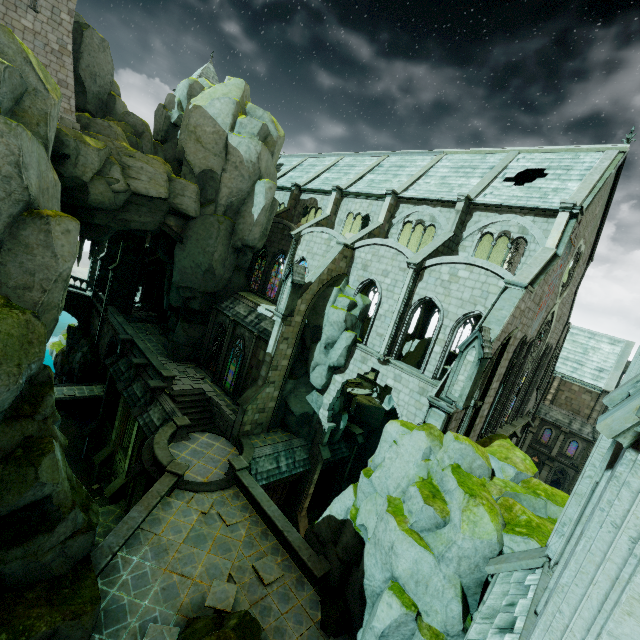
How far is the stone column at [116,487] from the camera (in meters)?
23.44

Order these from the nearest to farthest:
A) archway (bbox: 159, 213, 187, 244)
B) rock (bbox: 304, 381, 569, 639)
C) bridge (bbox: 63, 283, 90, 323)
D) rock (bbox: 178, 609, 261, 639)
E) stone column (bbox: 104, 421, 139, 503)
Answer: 1. rock (bbox: 178, 609, 261, 639)
2. rock (bbox: 304, 381, 569, 639)
3. stone column (bbox: 104, 421, 139, 503)
4. archway (bbox: 159, 213, 187, 244)
5. bridge (bbox: 63, 283, 90, 323)

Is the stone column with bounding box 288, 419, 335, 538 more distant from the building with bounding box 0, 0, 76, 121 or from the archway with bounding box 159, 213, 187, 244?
the building with bounding box 0, 0, 76, 121

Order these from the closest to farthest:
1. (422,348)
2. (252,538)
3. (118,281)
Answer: (252,538) < (422,348) < (118,281)

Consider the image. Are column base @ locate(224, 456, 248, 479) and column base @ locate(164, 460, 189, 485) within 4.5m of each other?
yes

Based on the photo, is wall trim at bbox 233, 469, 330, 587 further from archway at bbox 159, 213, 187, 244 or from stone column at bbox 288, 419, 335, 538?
archway at bbox 159, 213, 187, 244

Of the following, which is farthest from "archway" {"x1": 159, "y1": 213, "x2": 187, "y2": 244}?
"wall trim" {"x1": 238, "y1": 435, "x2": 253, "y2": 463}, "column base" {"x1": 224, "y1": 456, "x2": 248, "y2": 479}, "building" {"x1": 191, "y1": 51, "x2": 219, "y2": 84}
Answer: "building" {"x1": 191, "y1": 51, "x2": 219, "y2": 84}

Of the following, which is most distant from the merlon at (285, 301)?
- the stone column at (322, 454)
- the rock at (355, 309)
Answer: the stone column at (322, 454)
